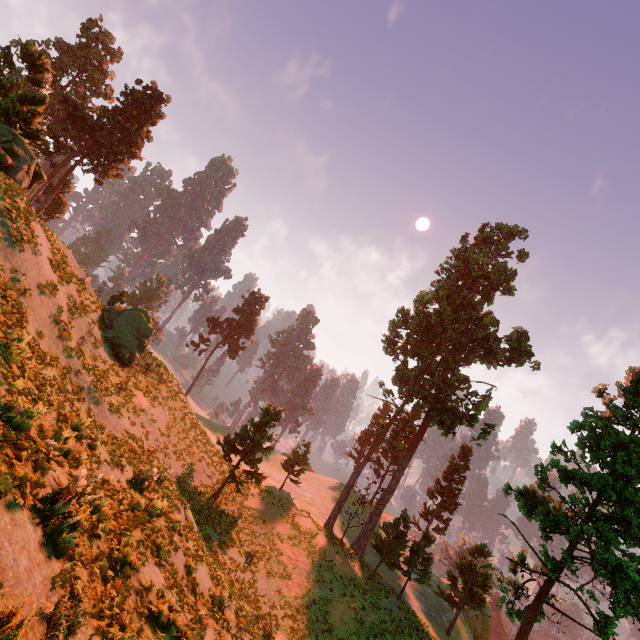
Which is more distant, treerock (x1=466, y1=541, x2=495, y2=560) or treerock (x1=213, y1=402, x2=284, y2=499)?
treerock (x1=466, y1=541, x2=495, y2=560)

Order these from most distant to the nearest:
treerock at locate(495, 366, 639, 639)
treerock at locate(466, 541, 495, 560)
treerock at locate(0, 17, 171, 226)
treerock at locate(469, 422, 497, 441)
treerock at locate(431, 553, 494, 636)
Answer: treerock at locate(466, 541, 495, 560) → treerock at locate(431, 553, 494, 636) → treerock at locate(469, 422, 497, 441) → treerock at locate(0, 17, 171, 226) → treerock at locate(495, 366, 639, 639)

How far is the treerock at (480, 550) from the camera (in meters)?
31.73

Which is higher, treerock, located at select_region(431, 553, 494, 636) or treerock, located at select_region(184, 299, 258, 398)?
treerock, located at select_region(184, 299, 258, 398)

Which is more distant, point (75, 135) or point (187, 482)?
point (75, 135)

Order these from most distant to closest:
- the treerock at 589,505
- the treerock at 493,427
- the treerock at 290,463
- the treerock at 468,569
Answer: the treerock at 290,463
the treerock at 468,569
the treerock at 493,427
the treerock at 589,505
